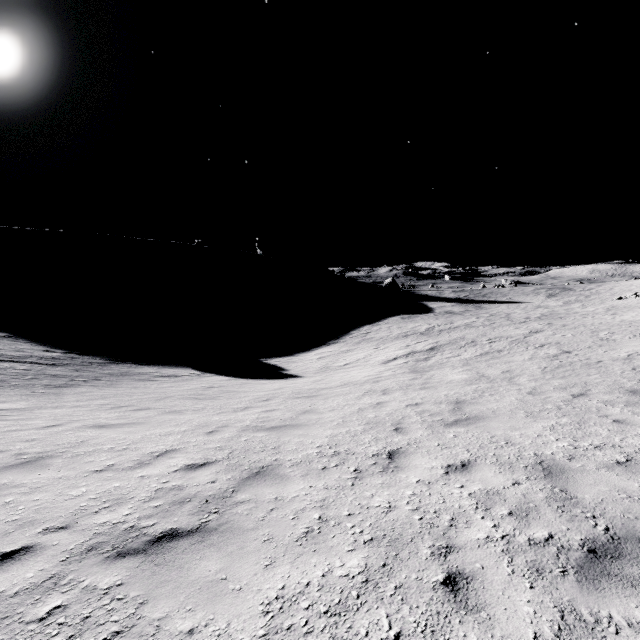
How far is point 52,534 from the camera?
3.4m
